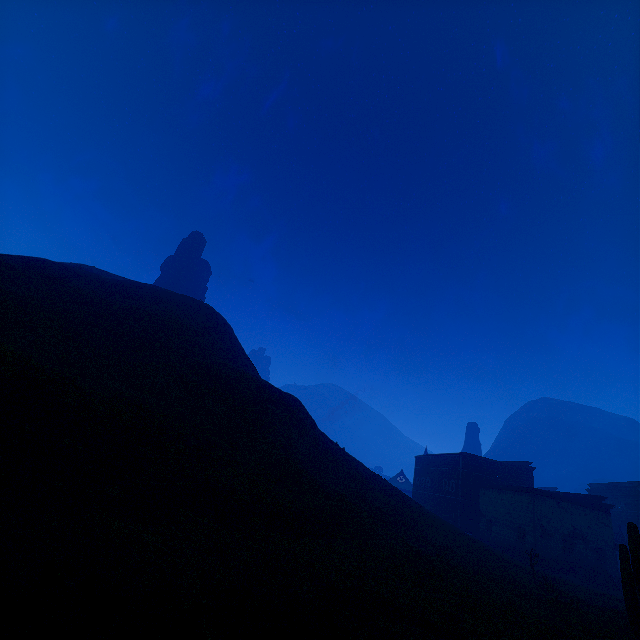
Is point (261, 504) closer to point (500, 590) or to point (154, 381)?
point (154, 381)

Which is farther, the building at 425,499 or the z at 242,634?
the building at 425,499

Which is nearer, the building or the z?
the z
